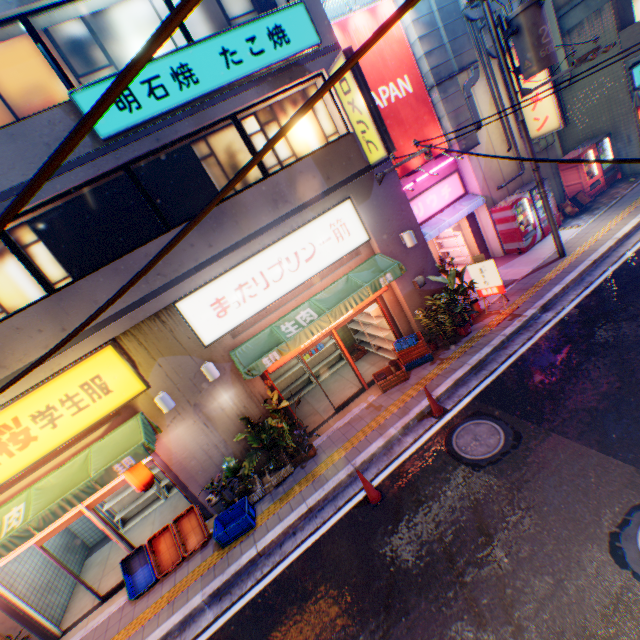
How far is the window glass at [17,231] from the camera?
6.90m

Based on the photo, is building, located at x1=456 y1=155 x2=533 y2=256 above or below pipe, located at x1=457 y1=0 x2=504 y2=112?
below

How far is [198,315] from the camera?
7.9 meters

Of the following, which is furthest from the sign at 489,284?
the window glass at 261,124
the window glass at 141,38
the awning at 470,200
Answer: the window glass at 141,38

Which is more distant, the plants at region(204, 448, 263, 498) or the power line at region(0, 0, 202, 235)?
the plants at region(204, 448, 263, 498)

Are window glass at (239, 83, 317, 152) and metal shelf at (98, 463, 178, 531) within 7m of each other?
no

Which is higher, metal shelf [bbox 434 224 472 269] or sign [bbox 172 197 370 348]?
sign [bbox 172 197 370 348]

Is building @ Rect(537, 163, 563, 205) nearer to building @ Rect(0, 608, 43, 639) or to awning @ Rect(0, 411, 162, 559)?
building @ Rect(0, 608, 43, 639)
